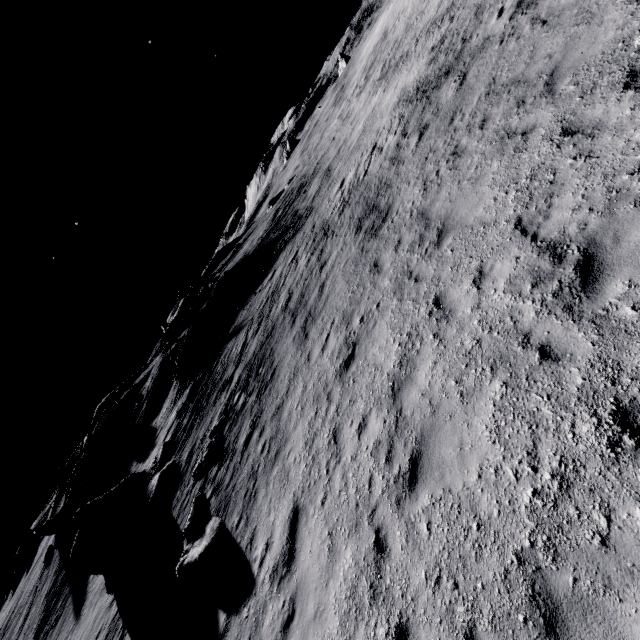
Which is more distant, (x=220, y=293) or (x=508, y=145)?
(x=220, y=293)

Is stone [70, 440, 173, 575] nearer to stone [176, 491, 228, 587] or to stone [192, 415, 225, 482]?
stone [192, 415, 225, 482]

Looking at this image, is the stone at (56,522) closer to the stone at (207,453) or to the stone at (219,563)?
the stone at (207,453)

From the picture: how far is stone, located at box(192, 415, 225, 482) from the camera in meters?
14.6

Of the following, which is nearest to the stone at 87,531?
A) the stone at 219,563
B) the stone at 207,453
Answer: the stone at 207,453

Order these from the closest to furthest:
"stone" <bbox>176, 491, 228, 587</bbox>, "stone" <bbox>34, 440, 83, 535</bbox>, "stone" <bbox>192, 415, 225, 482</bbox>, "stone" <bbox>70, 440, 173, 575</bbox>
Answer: "stone" <bbox>176, 491, 228, 587</bbox> → "stone" <bbox>192, 415, 225, 482</bbox> → "stone" <bbox>70, 440, 173, 575</bbox> → "stone" <bbox>34, 440, 83, 535</bbox>

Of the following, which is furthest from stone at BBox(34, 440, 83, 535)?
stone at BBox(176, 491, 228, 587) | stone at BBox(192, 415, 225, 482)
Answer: stone at BBox(176, 491, 228, 587)
